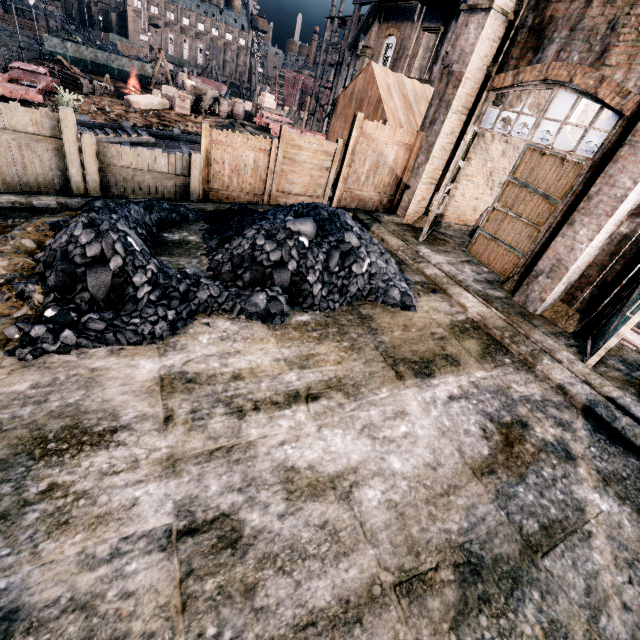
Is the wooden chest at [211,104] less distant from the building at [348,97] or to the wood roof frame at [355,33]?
the wood roof frame at [355,33]

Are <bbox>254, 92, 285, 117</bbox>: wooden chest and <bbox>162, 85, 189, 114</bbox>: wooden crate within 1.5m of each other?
no

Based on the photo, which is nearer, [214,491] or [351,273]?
[214,491]

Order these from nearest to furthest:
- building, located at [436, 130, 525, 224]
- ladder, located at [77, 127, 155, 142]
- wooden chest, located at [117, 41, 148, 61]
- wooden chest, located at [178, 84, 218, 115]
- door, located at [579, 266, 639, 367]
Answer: door, located at [579, 266, 639, 367], building, located at [436, 130, 525, 224], ladder, located at [77, 127, 155, 142], wooden chest, located at [178, 84, 218, 115], wooden chest, located at [117, 41, 148, 61]

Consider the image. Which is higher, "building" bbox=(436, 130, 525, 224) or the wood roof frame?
the wood roof frame

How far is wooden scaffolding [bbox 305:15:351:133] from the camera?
34.86m

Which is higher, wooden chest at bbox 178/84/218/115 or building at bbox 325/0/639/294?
building at bbox 325/0/639/294

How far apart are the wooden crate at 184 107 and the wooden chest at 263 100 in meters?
7.9 m
